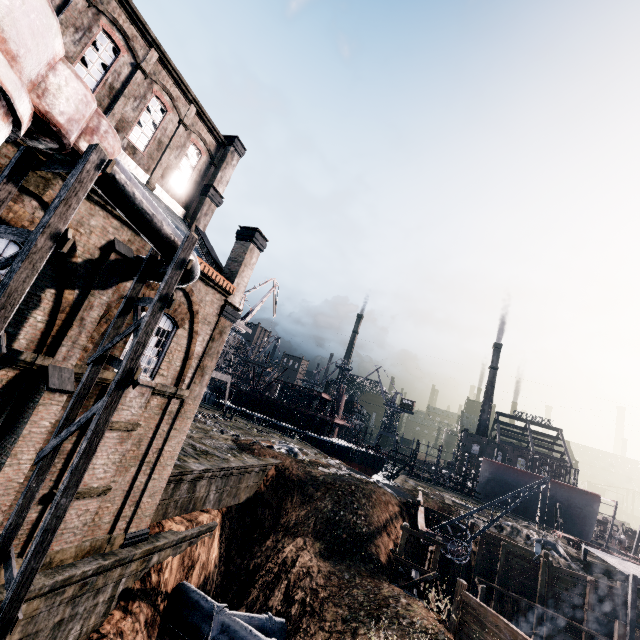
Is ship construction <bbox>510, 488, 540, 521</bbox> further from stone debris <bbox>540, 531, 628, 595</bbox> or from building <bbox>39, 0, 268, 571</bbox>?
building <bbox>39, 0, 268, 571</bbox>

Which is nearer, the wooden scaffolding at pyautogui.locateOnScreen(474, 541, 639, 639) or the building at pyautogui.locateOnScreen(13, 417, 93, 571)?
the building at pyautogui.locateOnScreen(13, 417, 93, 571)

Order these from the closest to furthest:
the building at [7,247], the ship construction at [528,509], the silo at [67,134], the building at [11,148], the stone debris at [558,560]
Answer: the silo at [67,134] < the building at [11,148] < the building at [7,247] < the stone debris at [558,560] < the ship construction at [528,509]

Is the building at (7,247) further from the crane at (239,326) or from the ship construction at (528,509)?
the ship construction at (528,509)

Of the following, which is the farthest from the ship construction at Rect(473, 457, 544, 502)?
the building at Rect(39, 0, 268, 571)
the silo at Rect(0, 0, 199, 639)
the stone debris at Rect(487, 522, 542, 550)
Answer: the silo at Rect(0, 0, 199, 639)

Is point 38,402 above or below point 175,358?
below

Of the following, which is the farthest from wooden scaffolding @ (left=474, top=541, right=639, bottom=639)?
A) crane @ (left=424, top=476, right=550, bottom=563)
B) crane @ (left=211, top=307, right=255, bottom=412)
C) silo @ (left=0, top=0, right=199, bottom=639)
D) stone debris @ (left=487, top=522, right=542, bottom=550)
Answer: crane @ (left=211, top=307, right=255, bottom=412)

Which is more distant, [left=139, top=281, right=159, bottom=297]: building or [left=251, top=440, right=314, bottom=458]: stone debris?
[left=251, top=440, right=314, bottom=458]: stone debris
